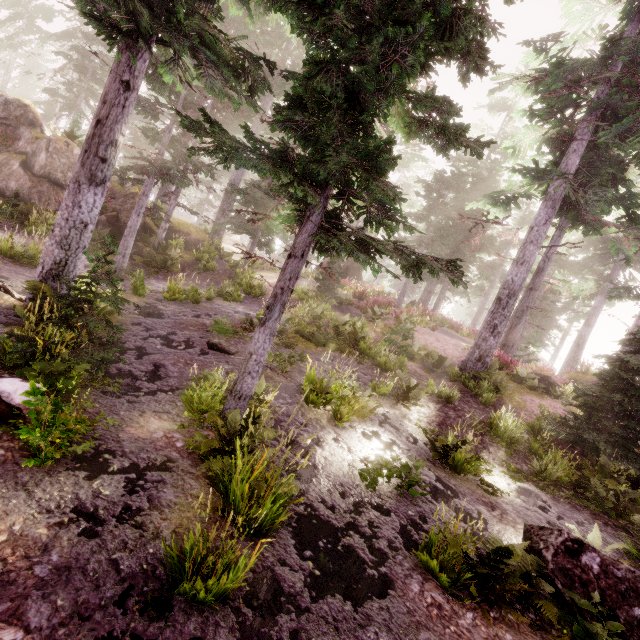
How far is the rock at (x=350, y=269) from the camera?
31.0m

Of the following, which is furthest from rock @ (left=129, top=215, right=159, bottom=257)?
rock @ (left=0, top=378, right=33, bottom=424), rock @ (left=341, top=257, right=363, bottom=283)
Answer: rock @ (left=341, top=257, right=363, bottom=283)

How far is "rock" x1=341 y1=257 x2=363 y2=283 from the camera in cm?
3102

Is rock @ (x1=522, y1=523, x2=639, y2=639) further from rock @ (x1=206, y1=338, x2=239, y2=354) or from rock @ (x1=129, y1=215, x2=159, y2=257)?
rock @ (x1=129, y1=215, x2=159, y2=257)

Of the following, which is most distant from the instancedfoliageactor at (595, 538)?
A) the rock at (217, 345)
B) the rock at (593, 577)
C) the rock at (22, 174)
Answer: the rock at (217, 345)

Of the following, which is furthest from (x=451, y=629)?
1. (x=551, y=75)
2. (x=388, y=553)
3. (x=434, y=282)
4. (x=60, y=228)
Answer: (x=434, y=282)

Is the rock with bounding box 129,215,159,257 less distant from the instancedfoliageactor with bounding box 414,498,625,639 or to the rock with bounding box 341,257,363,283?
the instancedfoliageactor with bounding box 414,498,625,639

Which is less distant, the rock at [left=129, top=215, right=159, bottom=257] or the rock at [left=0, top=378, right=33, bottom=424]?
the rock at [left=0, top=378, right=33, bottom=424]
